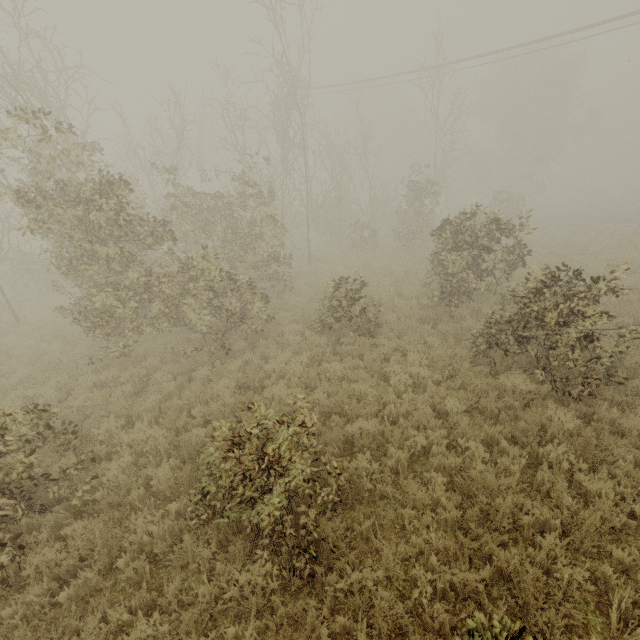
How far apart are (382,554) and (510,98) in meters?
43.5
